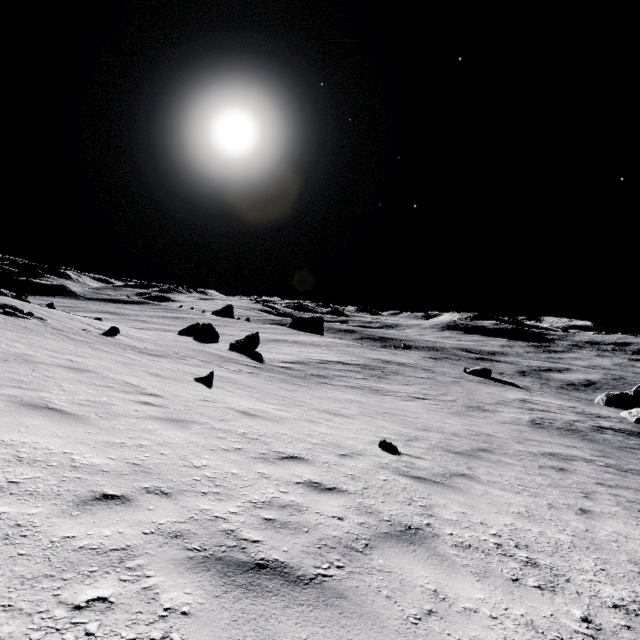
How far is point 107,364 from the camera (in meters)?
9.54

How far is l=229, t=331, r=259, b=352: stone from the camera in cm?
3020

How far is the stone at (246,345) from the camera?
30.2 meters
